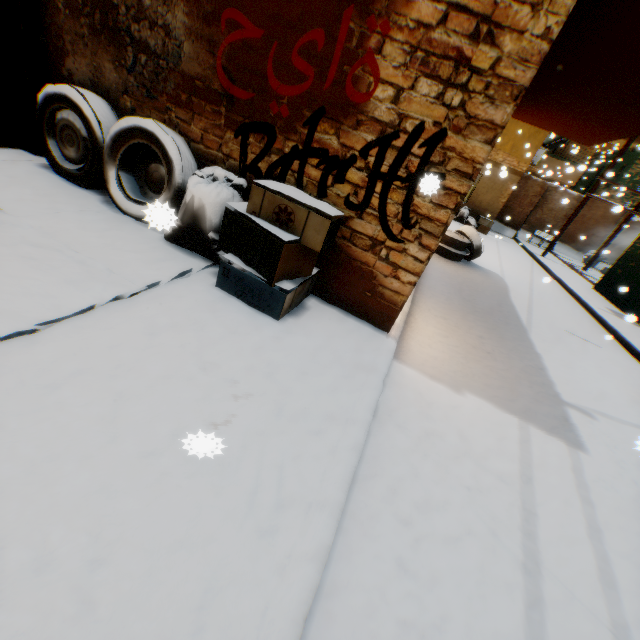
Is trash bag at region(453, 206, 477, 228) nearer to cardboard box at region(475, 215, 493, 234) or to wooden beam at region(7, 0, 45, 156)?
cardboard box at region(475, 215, 493, 234)

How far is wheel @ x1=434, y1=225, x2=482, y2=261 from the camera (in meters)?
8.18

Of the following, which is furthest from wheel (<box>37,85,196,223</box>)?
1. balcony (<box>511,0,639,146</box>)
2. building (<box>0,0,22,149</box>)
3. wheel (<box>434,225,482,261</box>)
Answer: wheel (<box>434,225,482,261</box>)

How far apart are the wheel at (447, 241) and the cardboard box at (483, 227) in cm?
829

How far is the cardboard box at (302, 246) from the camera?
2.5 meters

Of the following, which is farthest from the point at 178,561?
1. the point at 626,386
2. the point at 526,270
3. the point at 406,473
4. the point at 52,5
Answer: the point at 526,270

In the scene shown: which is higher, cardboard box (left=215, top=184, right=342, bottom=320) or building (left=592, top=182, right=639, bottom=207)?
building (left=592, top=182, right=639, bottom=207)

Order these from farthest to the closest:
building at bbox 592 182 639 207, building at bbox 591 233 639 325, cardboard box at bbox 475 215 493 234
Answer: building at bbox 592 182 639 207 → cardboard box at bbox 475 215 493 234 → building at bbox 591 233 639 325
